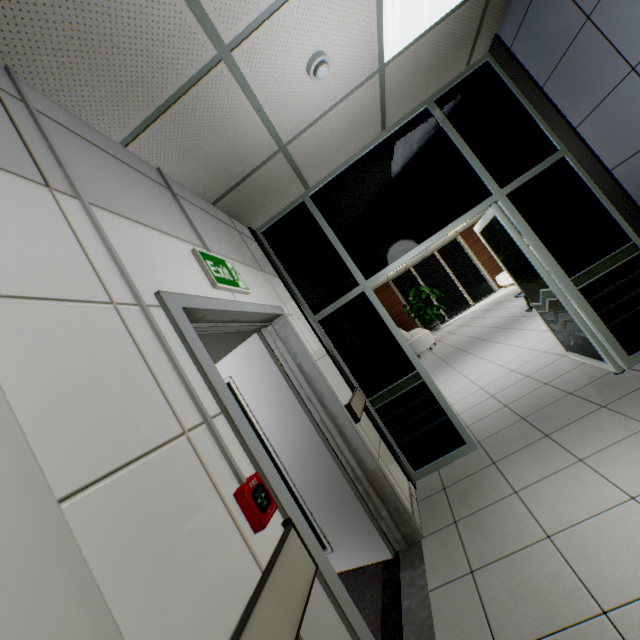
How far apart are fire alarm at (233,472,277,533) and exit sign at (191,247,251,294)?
1.1 meters

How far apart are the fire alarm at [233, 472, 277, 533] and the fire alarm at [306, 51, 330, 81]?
2.46m

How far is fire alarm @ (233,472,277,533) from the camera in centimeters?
103cm

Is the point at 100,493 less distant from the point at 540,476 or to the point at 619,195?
the point at 540,476

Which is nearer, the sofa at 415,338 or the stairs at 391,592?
the stairs at 391,592

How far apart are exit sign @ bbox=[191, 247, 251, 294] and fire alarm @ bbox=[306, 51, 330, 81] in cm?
143

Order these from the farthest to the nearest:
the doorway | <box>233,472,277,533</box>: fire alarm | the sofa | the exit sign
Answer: the sofa, the doorway, the exit sign, <box>233,472,277,533</box>: fire alarm

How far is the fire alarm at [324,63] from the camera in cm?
210
